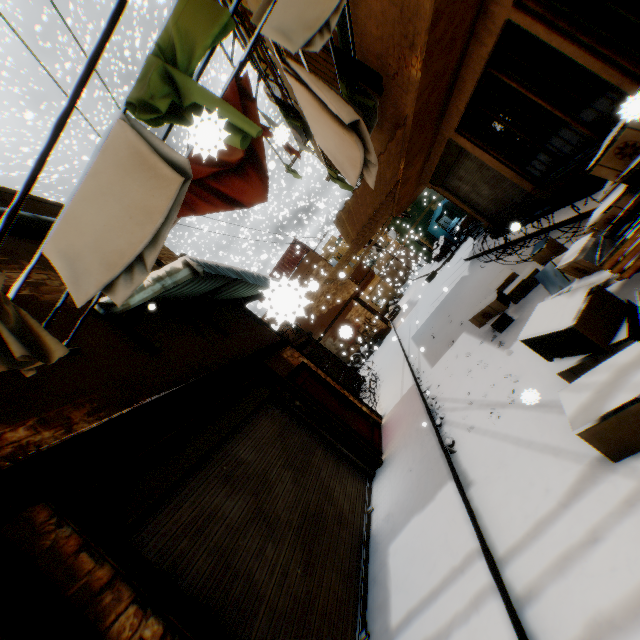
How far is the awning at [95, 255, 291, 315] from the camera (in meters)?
4.21

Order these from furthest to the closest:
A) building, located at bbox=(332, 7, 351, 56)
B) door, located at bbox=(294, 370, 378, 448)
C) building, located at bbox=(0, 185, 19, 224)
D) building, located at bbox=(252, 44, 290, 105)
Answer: building, located at bbox=(252, 44, 290, 105) → door, located at bbox=(294, 370, 378, 448) → building, located at bbox=(0, 185, 19, 224) → building, located at bbox=(332, 7, 351, 56)

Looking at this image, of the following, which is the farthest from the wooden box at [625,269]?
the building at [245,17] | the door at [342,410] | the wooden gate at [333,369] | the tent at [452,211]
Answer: the tent at [452,211]

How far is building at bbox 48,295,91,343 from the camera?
3.62m

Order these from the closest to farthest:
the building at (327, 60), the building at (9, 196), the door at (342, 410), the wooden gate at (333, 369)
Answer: the building at (9, 196) → the building at (327, 60) → the door at (342, 410) → the wooden gate at (333, 369)

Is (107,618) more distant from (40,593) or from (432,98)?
(432,98)

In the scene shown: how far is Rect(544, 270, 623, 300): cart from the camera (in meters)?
3.00

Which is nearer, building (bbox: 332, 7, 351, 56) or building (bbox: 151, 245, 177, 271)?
building (bbox: 332, 7, 351, 56)
